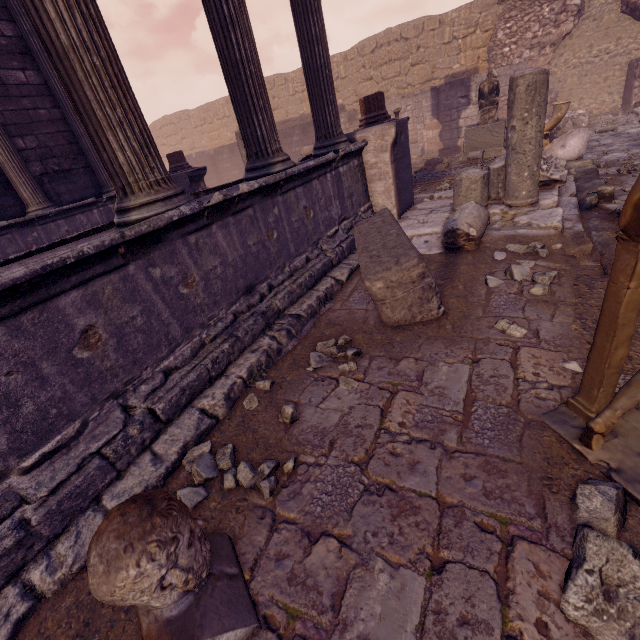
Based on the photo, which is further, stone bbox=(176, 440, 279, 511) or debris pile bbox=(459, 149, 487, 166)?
debris pile bbox=(459, 149, 487, 166)

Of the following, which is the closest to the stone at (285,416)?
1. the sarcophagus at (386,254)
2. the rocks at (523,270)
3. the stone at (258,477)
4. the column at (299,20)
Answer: the stone at (258,477)

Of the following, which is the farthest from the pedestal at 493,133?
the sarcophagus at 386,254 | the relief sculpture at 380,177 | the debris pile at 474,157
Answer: the sarcophagus at 386,254

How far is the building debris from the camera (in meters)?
4.03

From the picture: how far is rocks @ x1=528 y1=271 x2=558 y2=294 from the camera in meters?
3.1 m

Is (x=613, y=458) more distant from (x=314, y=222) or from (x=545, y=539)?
(x=314, y=222)

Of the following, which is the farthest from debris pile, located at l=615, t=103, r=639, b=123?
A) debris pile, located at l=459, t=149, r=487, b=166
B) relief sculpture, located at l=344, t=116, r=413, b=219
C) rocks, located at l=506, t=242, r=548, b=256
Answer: rocks, located at l=506, t=242, r=548, b=256

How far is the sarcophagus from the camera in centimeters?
291cm
